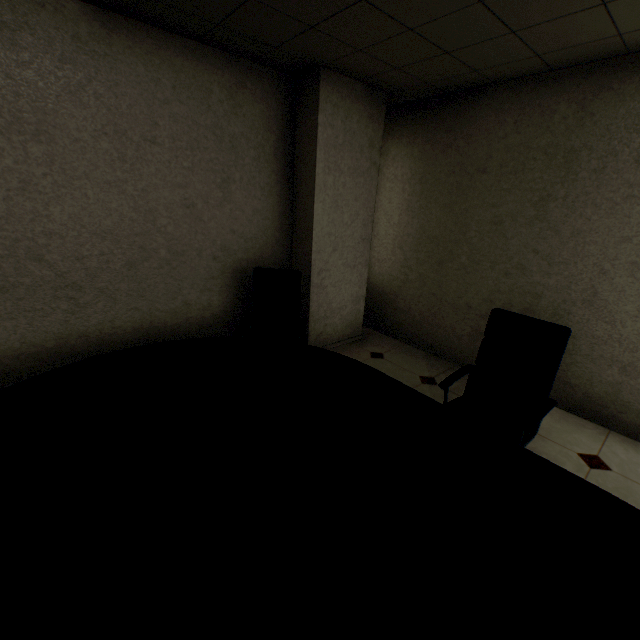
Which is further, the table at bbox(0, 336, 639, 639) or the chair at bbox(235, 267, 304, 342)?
the chair at bbox(235, 267, 304, 342)

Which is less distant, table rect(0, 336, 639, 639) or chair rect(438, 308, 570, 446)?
table rect(0, 336, 639, 639)

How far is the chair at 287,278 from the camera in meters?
3.1

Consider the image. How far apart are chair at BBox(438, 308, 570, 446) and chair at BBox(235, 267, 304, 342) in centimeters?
126cm

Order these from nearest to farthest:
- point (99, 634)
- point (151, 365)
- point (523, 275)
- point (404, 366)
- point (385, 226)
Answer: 1. point (99, 634)
2. point (151, 365)
3. point (523, 275)
4. point (404, 366)
5. point (385, 226)

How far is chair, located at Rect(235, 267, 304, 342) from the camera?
3.1 meters

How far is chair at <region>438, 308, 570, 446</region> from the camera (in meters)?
2.01

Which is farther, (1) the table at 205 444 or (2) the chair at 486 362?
(2) the chair at 486 362
